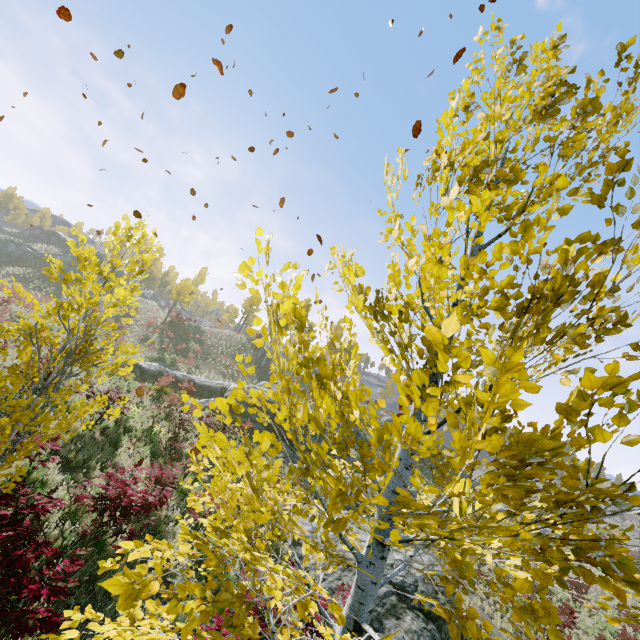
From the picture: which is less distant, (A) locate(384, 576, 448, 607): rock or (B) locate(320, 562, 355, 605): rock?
(B) locate(320, 562, 355, 605): rock

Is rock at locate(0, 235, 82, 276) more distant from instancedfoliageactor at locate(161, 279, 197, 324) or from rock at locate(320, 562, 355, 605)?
instancedfoliageactor at locate(161, 279, 197, 324)

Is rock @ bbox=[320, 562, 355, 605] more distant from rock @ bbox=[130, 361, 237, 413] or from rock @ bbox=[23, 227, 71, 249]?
rock @ bbox=[23, 227, 71, 249]

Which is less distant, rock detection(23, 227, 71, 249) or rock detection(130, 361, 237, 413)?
rock detection(130, 361, 237, 413)

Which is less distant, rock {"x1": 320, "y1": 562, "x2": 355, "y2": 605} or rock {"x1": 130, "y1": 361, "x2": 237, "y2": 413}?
rock {"x1": 320, "y1": 562, "x2": 355, "y2": 605}

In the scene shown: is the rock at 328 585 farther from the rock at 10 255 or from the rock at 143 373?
the rock at 10 255

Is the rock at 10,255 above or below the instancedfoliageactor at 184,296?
below

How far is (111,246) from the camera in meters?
8.9
